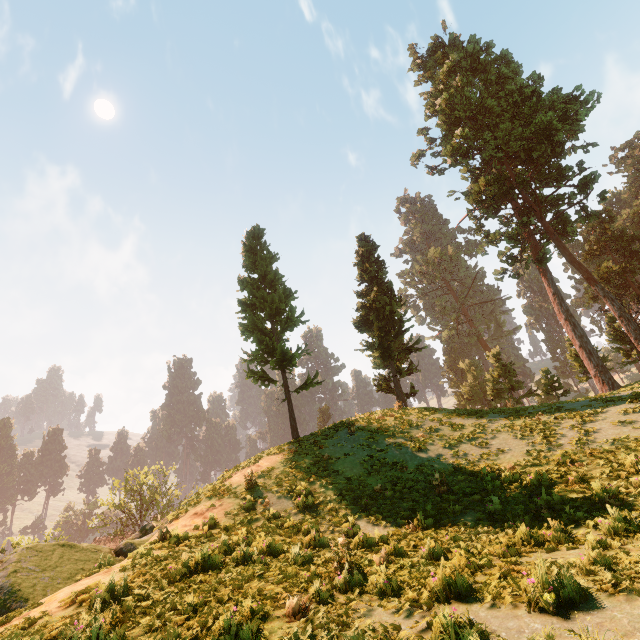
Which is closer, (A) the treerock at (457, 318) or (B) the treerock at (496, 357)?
(B) the treerock at (496, 357)

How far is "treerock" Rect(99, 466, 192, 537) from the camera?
41.3m

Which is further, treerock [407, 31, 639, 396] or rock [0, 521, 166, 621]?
treerock [407, 31, 639, 396]

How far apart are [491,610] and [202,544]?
6.1 meters

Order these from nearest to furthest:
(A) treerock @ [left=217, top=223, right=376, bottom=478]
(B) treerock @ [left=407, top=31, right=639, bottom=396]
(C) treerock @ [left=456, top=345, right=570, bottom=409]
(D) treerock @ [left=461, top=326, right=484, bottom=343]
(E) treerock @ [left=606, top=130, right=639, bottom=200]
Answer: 1. (A) treerock @ [left=217, top=223, right=376, bottom=478]
2. (B) treerock @ [left=407, top=31, right=639, bottom=396]
3. (C) treerock @ [left=456, top=345, right=570, bottom=409]
4. (E) treerock @ [left=606, top=130, right=639, bottom=200]
5. (D) treerock @ [left=461, top=326, right=484, bottom=343]
